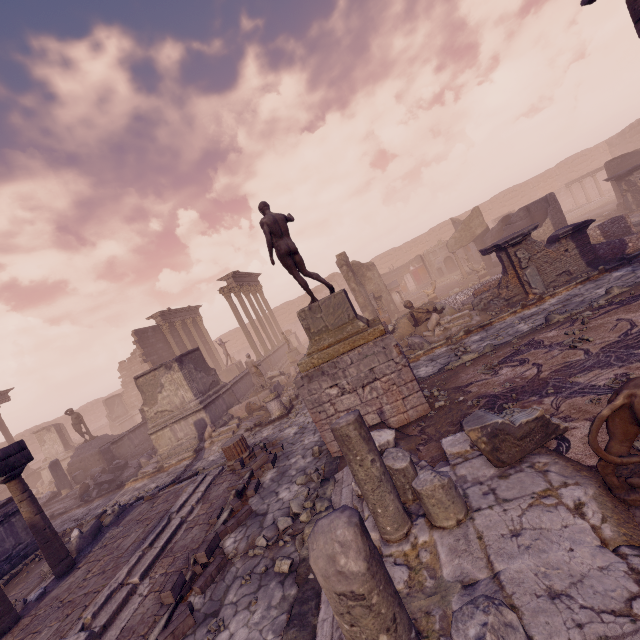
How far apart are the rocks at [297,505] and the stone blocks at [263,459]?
1.9m

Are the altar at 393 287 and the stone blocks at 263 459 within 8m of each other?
no

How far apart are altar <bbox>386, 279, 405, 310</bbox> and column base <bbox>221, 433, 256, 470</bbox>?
15.63m

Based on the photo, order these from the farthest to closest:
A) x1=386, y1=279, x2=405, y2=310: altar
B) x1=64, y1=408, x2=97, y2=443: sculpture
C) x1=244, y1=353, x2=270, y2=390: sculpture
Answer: x1=386, y1=279, x2=405, y2=310: altar → x1=64, y1=408, x2=97, y2=443: sculpture → x1=244, y1=353, x2=270, y2=390: sculpture

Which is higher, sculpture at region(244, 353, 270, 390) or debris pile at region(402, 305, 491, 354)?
sculpture at region(244, 353, 270, 390)

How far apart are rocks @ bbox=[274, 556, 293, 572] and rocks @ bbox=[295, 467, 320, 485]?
1.4m

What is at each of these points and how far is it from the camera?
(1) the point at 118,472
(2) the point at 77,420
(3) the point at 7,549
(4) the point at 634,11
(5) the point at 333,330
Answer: (1) debris pile, 15.01m
(2) sculpture, 18.52m
(3) building, 9.85m
(4) column, 6.52m
(5) pedestal, 7.26m

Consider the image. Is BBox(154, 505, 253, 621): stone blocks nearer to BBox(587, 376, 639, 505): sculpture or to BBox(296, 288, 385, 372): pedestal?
BBox(296, 288, 385, 372): pedestal
